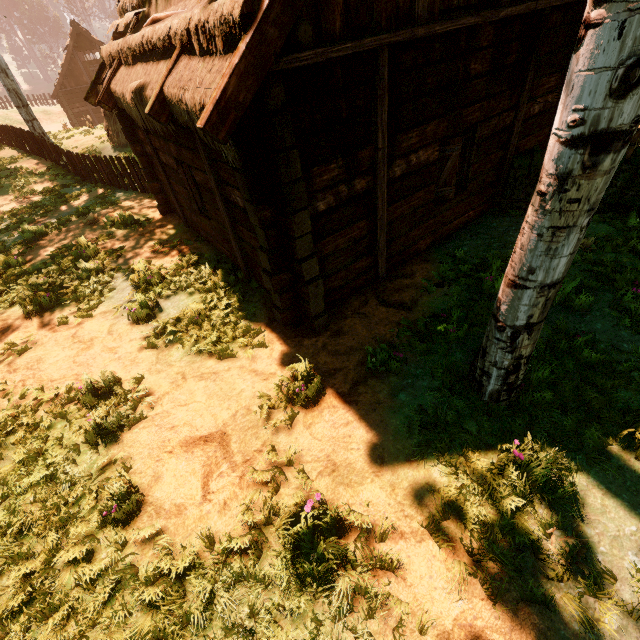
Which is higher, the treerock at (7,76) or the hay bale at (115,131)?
the treerock at (7,76)

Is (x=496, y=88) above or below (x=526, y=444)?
above

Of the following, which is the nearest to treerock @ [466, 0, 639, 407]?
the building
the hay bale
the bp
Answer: the building

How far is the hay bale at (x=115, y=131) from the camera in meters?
16.7 m

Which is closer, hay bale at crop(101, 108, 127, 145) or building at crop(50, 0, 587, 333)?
building at crop(50, 0, 587, 333)

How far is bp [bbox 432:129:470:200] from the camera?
5.8m

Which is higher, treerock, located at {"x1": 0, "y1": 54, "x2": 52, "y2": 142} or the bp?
treerock, located at {"x1": 0, "y1": 54, "x2": 52, "y2": 142}

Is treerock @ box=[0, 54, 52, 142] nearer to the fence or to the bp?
the fence
